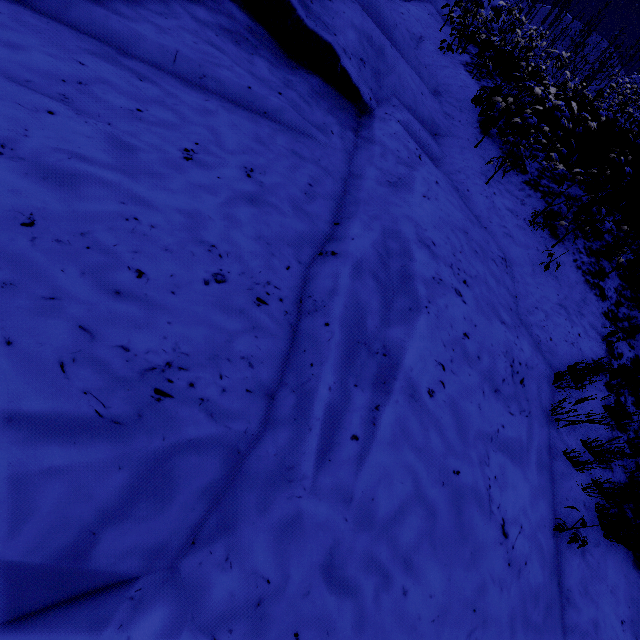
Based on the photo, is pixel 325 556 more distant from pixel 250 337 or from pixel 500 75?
pixel 500 75
